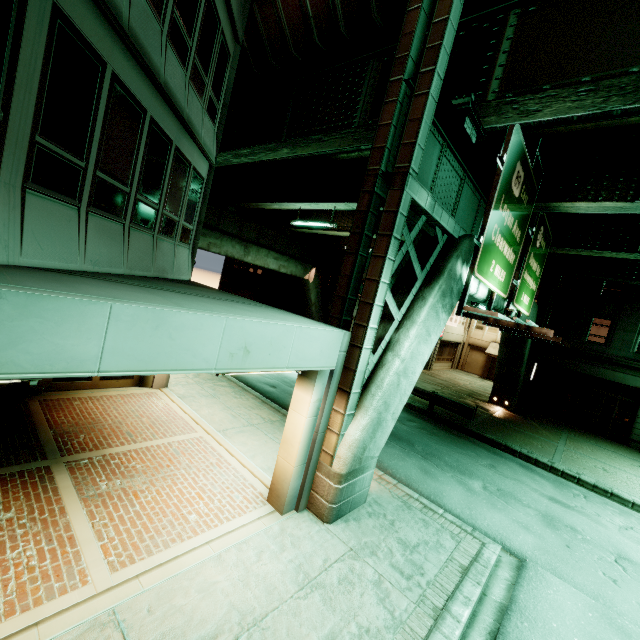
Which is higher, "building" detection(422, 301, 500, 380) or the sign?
the sign

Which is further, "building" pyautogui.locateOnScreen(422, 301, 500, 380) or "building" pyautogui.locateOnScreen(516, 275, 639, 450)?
"building" pyautogui.locateOnScreen(422, 301, 500, 380)

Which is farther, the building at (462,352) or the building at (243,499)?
the building at (462,352)

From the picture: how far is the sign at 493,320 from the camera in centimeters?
783cm

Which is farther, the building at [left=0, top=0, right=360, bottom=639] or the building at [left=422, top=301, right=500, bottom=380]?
the building at [left=422, top=301, right=500, bottom=380]

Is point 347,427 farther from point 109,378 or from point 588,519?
point 588,519

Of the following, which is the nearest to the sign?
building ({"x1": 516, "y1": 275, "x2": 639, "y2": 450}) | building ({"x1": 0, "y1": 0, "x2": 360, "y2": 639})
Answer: building ({"x1": 0, "y1": 0, "x2": 360, "y2": 639})
